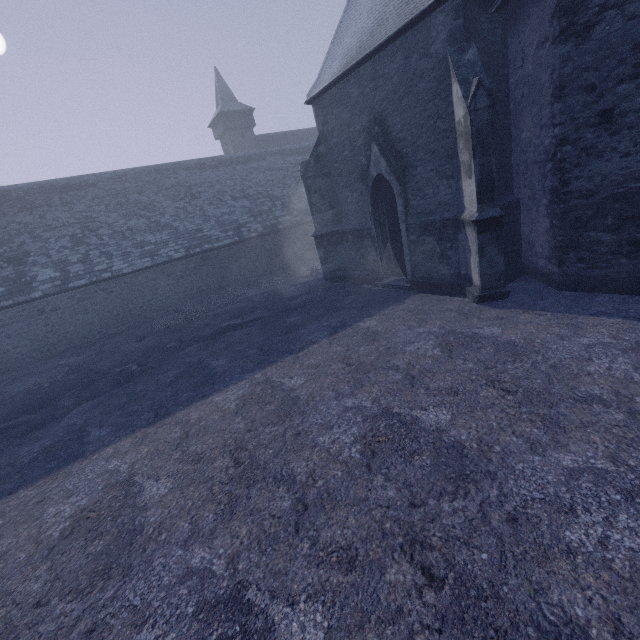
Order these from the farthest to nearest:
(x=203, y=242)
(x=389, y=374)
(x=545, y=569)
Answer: (x=203, y=242) → (x=389, y=374) → (x=545, y=569)
